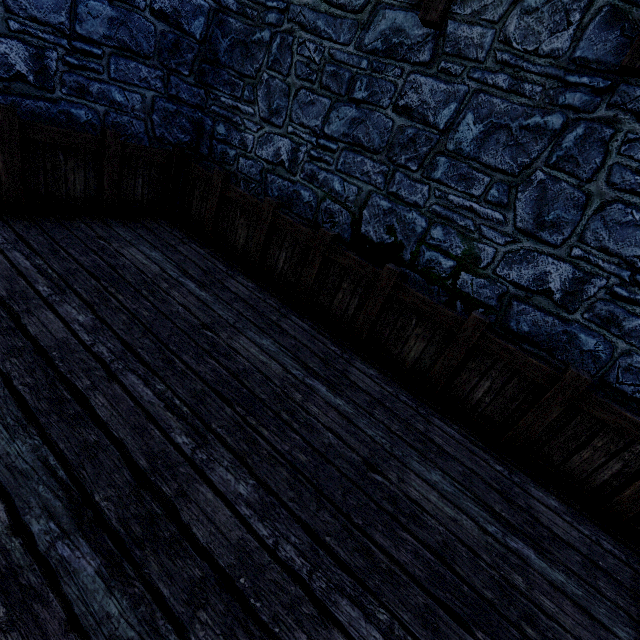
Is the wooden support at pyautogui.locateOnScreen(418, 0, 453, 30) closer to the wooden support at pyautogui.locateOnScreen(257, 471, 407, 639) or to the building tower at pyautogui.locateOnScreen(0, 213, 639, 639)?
the building tower at pyautogui.locateOnScreen(0, 213, 639, 639)

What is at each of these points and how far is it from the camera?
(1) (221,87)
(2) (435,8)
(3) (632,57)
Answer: (1) building tower, 4.5m
(2) wooden support, 2.9m
(3) wooden support, 2.3m

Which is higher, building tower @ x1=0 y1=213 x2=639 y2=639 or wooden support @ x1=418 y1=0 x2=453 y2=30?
wooden support @ x1=418 y1=0 x2=453 y2=30

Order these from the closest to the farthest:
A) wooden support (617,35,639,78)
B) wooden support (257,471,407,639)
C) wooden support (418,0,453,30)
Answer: wooden support (257,471,407,639) → wooden support (617,35,639,78) → wooden support (418,0,453,30)

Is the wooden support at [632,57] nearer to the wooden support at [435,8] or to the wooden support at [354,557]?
the wooden support at [435,8]

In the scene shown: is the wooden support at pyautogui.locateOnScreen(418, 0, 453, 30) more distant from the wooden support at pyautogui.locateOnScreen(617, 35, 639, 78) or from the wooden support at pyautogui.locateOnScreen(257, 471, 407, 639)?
the wooden support at pyautogui.locateOnScreen(257, 471, 407, 639)

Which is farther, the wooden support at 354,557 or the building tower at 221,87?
the building tower at 221,87

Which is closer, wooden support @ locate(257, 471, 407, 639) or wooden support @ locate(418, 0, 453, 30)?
wooden support @ locate(257, 471, 407, 639)
